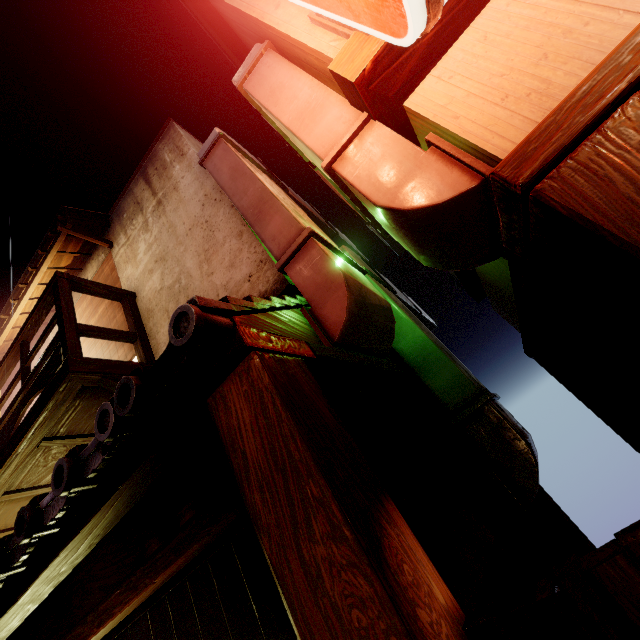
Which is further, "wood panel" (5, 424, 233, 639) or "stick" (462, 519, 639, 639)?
"wood panel" (5, 424, 233, 639)

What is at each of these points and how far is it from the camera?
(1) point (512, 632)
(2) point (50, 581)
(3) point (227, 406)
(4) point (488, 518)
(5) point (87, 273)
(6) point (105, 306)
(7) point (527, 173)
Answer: (1) stick, 2.05m
(2) wood bar, 4.36m
(3) wood pole, 2.96m
(4) foundation, 5.51m
(5) house, 10.62m
(6) blind, 9.23m
(7) wood bar, 1.95m

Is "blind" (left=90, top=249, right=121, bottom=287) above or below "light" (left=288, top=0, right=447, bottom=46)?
above

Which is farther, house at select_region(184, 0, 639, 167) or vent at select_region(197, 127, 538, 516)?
vent at select_region(197, 127, 538, 516)

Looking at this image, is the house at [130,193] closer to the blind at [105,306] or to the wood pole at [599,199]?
the blind at [105,306]

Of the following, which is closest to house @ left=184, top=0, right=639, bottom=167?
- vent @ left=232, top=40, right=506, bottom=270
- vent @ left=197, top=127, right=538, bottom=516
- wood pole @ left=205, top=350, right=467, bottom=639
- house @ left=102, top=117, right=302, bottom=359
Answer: vent @ left=232, top=40, right=506, bottom=270

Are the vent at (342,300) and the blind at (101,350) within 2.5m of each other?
no

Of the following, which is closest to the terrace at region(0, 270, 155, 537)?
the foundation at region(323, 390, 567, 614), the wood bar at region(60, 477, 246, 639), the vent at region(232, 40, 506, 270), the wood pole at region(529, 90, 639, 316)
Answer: the wood bar at region(60, 477, 246, 639)
